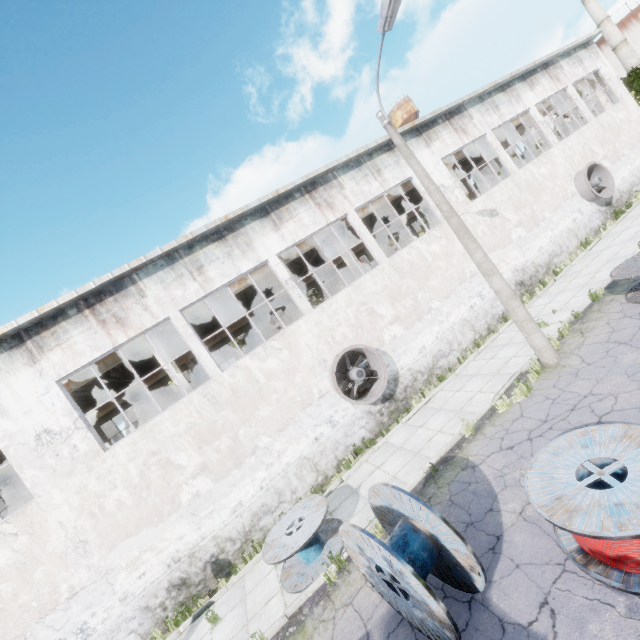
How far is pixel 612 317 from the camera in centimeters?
959cm

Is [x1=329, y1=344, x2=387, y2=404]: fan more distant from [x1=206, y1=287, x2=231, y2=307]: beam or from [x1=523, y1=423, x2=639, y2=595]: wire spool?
[x1=523, y1=423, x2=639, y2=595]: wire spool

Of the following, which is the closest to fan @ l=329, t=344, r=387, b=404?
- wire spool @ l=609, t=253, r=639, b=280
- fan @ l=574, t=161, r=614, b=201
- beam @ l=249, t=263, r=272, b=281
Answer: beam @ l=249, t=263, r=272, b=281

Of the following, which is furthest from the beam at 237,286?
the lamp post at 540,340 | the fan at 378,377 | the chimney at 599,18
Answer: the chimney at 599,18

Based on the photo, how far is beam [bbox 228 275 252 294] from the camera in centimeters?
1465cm

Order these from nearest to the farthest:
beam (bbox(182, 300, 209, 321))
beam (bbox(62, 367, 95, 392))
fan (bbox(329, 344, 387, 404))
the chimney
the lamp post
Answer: the lamp post → fan (bbox(329, 344, 387, 404)) → beam (bbox(62, 367, 95, 392)) → beam (bbox(182, 300, 209, 321)) → the chimney

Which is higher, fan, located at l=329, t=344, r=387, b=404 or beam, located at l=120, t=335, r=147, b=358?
beam, located at l=120, t=335, r=147, b=358

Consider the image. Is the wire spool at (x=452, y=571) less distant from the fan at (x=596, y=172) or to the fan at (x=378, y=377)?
the fan at (x=378, y=377)
